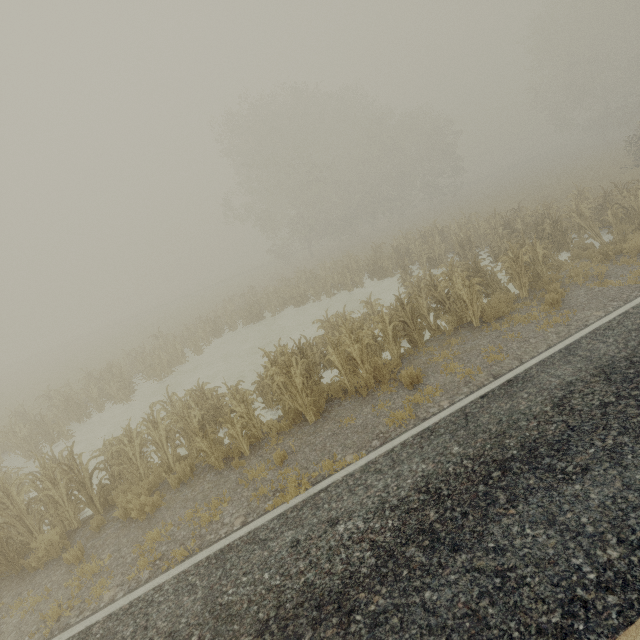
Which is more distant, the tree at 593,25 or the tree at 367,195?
the tree at 593,25

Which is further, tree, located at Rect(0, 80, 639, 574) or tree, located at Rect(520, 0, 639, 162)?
tree, located at Rect(520, 0, 639, 162)

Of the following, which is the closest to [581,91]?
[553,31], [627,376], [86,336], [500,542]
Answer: [553,31]
